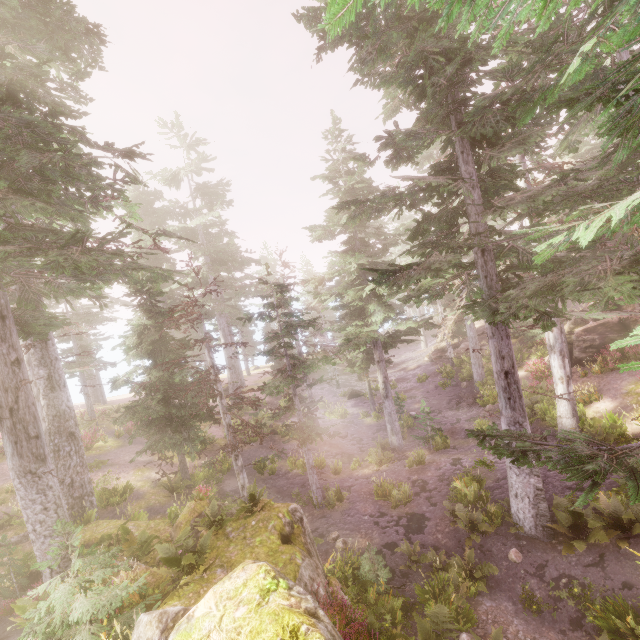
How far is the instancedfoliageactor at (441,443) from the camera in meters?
19.5

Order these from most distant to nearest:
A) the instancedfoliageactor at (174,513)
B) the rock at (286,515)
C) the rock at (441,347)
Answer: the rock at (441,347) < the instancedfoliageactor at (174,513) < the rock at (286,515)

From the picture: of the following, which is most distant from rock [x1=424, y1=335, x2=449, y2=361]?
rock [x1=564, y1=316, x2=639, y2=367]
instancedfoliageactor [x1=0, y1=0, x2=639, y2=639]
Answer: rock [x1=564, y1=316, x2=639, y2=367]

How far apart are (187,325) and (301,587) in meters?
39.6 m
